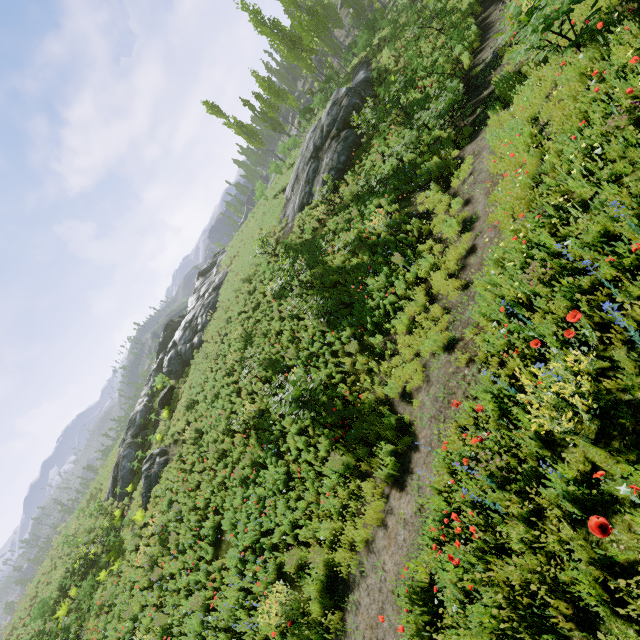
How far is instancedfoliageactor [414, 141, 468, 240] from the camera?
8.4 meters

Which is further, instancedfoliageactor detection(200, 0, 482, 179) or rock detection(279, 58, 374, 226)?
rock detection(279, 58, 374, 226)

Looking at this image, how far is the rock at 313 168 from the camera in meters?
17.7 m

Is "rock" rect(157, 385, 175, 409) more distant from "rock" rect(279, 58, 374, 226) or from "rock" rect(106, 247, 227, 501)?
"rock" rect(279, 58, 374, 226)

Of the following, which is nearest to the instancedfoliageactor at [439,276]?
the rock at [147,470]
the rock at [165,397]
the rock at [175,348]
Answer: the rock at [147,470]

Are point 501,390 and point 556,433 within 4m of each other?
yes

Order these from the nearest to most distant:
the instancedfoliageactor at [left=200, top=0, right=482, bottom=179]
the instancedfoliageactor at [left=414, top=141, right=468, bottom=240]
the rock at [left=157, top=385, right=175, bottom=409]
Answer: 1. the instancedfoliageactor at [left=414, top=141, right=468, bottom=240]
2. the instancedfoliageactor at [left=200, top=0, right=482, bottom=179]
3. the rock at [left=157, top=385, right=175, bottom=409]

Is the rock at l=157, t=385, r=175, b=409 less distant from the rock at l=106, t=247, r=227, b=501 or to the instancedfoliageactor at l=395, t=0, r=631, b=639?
the rock at l=106, t=247, r=227, b=501
